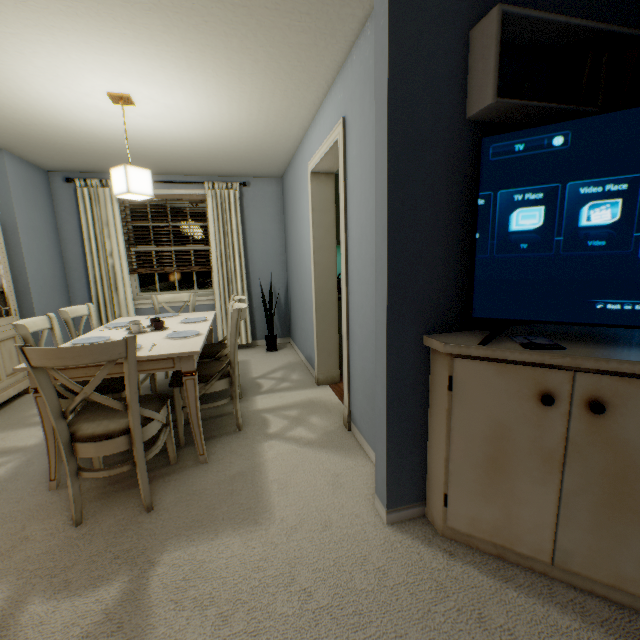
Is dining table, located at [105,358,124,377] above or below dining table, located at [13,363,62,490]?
above

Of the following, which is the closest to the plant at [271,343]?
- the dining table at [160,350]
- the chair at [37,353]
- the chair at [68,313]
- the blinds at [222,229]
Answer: the blinds at [222,229]

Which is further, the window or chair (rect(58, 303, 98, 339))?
the window

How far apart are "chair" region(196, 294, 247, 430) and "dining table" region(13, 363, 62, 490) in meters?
0.2 m

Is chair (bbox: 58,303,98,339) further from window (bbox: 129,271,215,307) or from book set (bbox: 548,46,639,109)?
book set (bbox: 548,46,639,109)

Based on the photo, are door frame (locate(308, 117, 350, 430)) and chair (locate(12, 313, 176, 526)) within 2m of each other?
yes

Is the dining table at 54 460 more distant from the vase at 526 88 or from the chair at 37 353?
the vase at 526 88

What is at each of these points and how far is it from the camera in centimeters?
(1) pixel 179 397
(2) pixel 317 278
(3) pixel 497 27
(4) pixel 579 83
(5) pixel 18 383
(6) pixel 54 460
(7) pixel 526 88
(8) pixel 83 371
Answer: (1) chair, 226cm
(2) door frame, 317cm
(3) tv shelf, 115cm
(4) book set, 128cm
(5) dining cupboard, 319cm
(6) dining table, 189cm
(7) vase, 127cm
(8) dining table, 186cm
